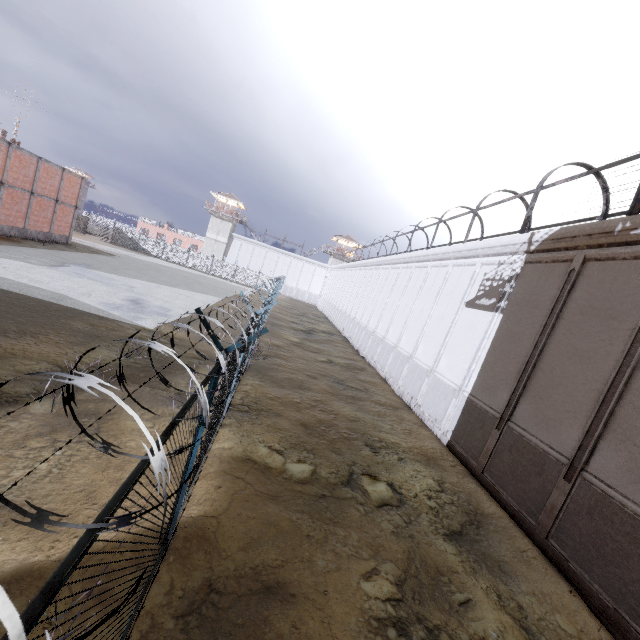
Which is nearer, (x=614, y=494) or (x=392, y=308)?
(x=614, y=494)
